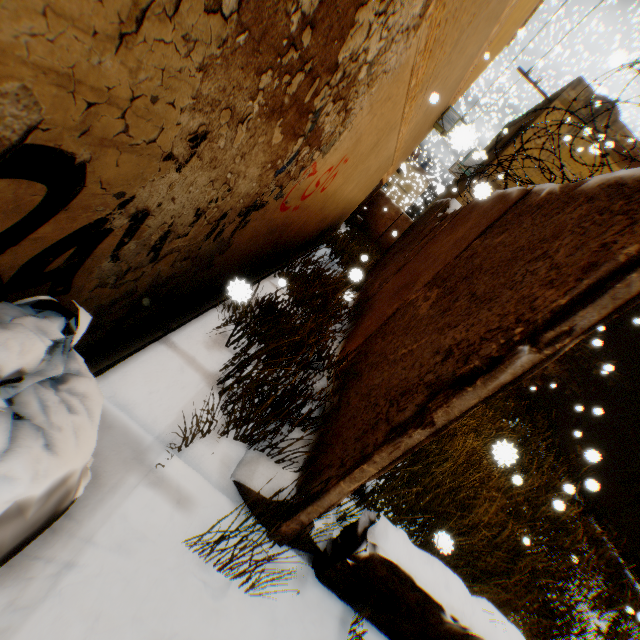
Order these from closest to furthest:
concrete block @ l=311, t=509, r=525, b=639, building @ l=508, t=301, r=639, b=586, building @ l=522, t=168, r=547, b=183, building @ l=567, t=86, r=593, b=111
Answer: concrete block @ l=311, t=509, r=525, b=639 < building @ l=508, t=301, r=639, b=586 < building @ l=567, t=86, r=593, b=111 < building @ l=522, t=168, r=547, b=183

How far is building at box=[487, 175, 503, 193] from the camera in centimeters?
232cm

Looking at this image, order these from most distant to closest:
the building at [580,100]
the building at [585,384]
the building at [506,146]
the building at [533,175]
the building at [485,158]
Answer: the building at [485,158] < the building at [533,175] < the building at [506,146] < the building at [580,100] < the building at [585,384]

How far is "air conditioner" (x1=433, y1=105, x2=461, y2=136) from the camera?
13.69m

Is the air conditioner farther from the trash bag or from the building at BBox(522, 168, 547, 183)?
the trash bag

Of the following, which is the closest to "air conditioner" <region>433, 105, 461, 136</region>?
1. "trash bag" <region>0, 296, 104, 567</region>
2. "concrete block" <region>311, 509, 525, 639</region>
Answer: "concrete block" <region>311, 509, 525, 639</region>

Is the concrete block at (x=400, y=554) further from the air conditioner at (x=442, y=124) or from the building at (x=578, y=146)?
the air conditioner at (x=442, y=124)

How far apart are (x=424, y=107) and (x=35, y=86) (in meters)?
8.20
